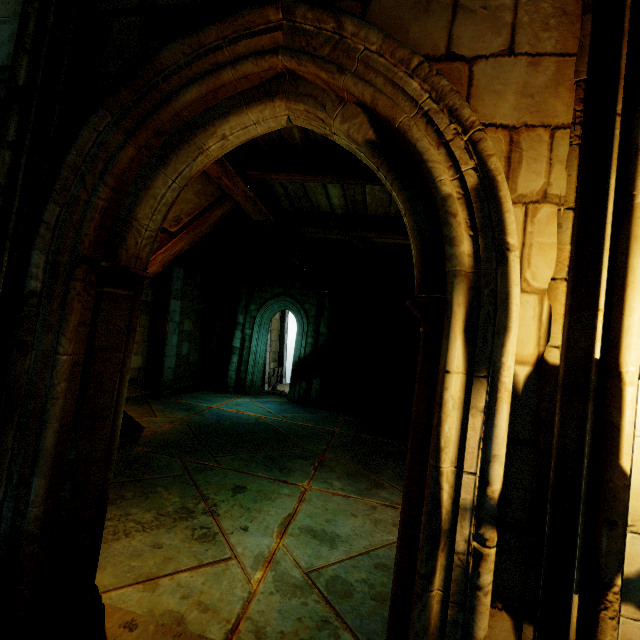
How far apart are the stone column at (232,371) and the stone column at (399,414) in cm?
658

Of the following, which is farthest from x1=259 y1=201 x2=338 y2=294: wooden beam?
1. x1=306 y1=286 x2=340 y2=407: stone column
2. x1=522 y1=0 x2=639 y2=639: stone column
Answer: x1=522 y1=0 x2=639 y2=639: stone column

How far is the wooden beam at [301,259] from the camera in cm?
568

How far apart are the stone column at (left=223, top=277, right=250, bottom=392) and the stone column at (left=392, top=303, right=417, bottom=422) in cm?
658

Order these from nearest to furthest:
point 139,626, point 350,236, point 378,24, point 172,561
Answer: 1. point 378,24
2. point 139,626
3. point 172,561
4. point 350,236

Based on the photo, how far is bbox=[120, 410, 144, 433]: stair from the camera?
7.30m

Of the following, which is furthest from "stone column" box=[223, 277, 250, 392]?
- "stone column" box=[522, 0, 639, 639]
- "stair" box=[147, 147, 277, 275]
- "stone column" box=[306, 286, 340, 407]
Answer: "stone column" box=[522, 0, 639, 639]

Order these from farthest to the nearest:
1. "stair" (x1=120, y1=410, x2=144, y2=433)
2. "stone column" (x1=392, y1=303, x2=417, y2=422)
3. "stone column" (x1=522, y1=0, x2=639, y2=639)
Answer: "stone column" (x1=392, y1=303, x2=417, y2=422) < "stair" (x1=120, y1=410, x2=144, y2=433) < "stone column" (x1=522, y1=0, x2=639, y2=639)
